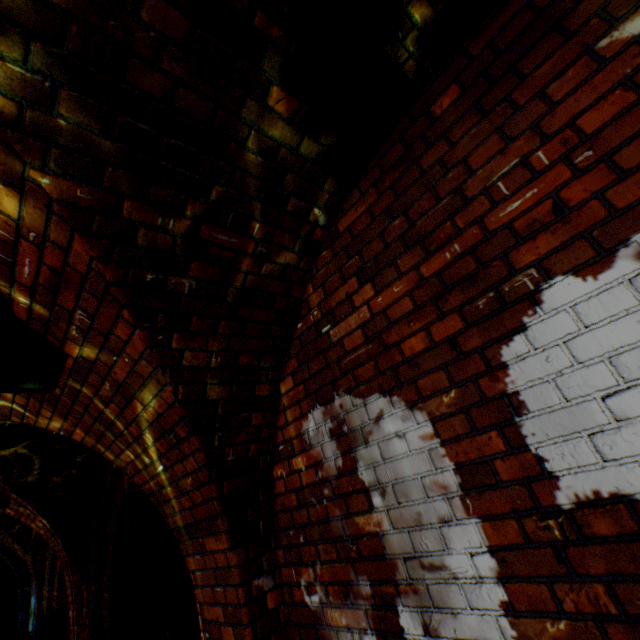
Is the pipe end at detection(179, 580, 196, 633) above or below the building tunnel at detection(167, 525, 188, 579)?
below

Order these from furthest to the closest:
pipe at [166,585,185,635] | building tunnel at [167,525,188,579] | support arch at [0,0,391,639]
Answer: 1. building tunnel at [167,525,188,579]
2. pipe at [166,585,185,635]
3. support arch at [0,0,391,639]

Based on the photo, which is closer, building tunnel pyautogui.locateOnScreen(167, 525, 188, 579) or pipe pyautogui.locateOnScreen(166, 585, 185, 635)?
pipe pyautogui.locateOnScreen(166, 585, 185, 635)

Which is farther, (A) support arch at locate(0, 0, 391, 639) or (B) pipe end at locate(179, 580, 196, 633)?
(B) pipe end at locate(179, 580, 196, 633)

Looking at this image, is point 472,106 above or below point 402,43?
below

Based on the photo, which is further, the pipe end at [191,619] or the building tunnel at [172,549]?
the building tunnel at [172,549]

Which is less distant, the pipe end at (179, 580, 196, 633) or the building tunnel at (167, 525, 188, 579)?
the pipe end at (179, 580, 196, 633)

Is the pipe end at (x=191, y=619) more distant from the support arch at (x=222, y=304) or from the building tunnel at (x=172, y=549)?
the support arch at (x=222, y=304)
